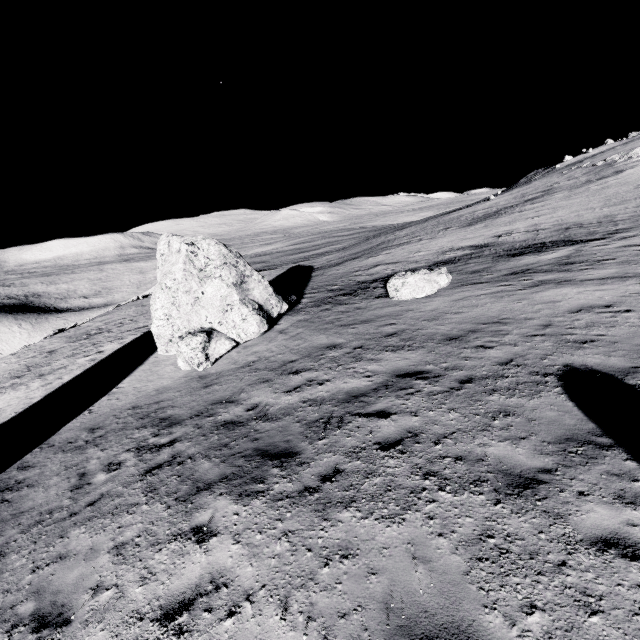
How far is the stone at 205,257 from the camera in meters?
14.3 m

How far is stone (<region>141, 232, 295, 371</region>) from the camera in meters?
14.3

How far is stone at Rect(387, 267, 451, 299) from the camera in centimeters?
1494cm

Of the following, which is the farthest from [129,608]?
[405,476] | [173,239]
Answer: [173,239]

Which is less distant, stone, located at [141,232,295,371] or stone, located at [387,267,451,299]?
stone, located at [141,232,295,371]

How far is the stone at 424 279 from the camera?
14.94m
